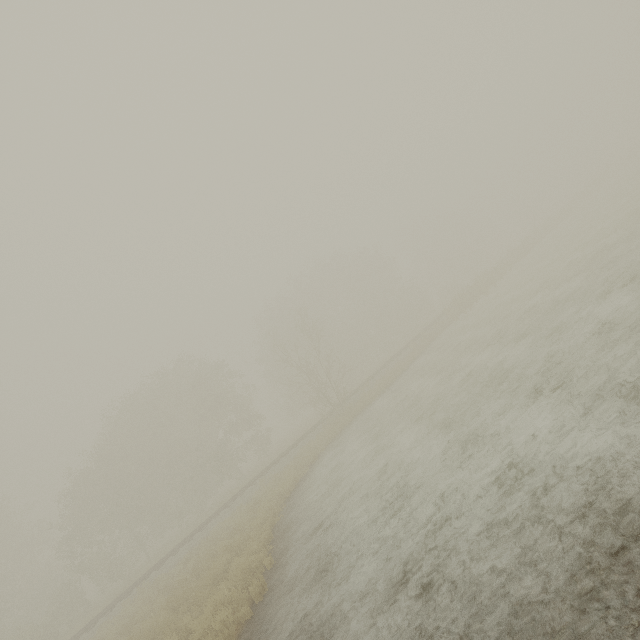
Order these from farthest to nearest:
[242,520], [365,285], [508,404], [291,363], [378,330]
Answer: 1. [365,285]
2. [378,330]
3. [291,363]
4. [242,520]
5. [508,404]
